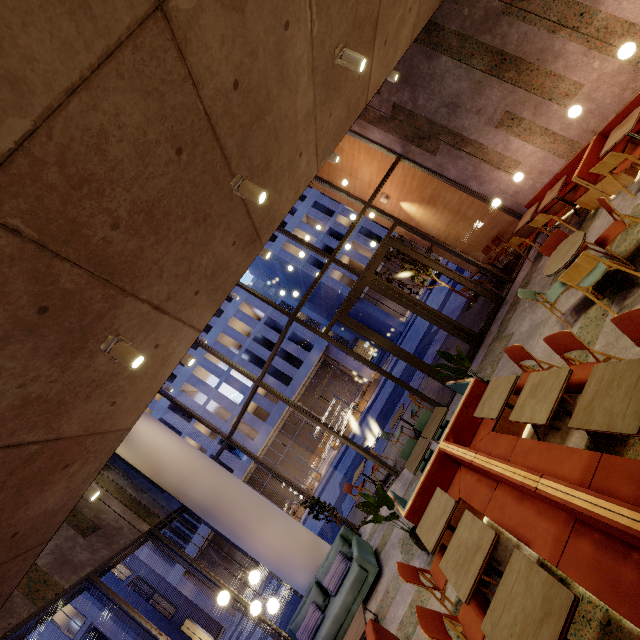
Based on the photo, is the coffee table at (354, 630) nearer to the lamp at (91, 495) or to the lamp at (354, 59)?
the lamp at (91, 495)

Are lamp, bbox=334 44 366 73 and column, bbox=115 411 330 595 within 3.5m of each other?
no

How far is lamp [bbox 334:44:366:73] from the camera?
3.58m

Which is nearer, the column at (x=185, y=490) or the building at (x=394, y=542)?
the building at (x=394, y=542)

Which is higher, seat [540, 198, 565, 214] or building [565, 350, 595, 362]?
seat [540, 198, 565, 214]

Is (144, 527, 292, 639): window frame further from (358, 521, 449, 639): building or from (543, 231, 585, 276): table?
(543, 231, 585, 276): table

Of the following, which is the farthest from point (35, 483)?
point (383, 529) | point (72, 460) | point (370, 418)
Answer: point (370, 418)

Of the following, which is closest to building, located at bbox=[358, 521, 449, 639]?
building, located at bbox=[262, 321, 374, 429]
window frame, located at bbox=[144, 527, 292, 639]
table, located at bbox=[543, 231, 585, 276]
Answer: window frame, located at bbox=[144, 527, 292, 639]
